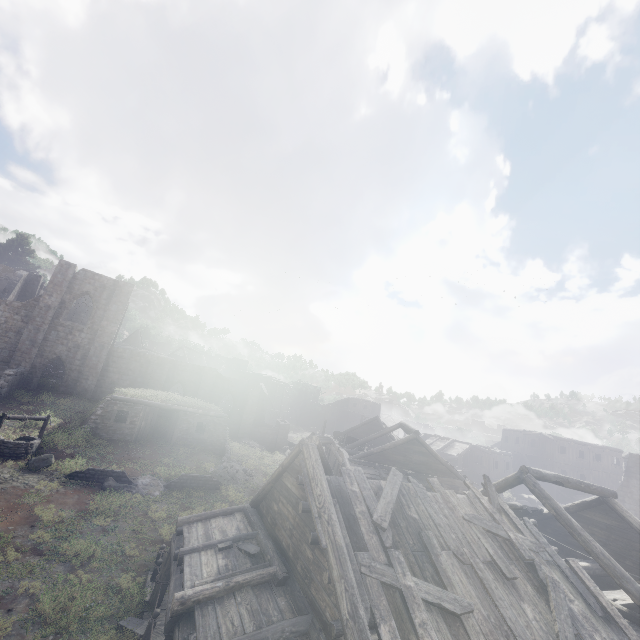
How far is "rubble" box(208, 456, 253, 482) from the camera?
21.5m

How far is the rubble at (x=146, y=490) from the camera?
16.9m

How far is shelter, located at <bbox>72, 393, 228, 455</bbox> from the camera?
21.5m

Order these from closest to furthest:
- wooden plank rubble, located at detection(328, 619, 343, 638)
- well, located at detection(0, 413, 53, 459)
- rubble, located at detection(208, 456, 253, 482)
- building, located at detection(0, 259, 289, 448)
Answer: wooden plank rubble, located at detection(328, 619, 343, 638) → well, located at detection(0, 413, 53, 459) → rubble, located at detection(208, 456, 253, 482) → building, located at detection(0, 259, 289, 448)

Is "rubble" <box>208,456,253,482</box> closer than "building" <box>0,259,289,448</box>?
Yes

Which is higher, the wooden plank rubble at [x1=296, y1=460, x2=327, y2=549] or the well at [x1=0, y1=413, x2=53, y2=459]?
the wooden plank rubble at [x1=296, y1=460, x2=327, y2=549]

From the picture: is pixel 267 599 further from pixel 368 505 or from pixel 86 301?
pixel 86 301

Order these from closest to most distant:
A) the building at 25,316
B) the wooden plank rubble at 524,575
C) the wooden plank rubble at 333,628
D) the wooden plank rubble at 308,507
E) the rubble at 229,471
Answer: the wooden plank rubble at 333,628 < the wooden plank rubble at 524,575 < the wooden plank rubble at 308,507 < the rubble at 229,471 < the building at 25,316
